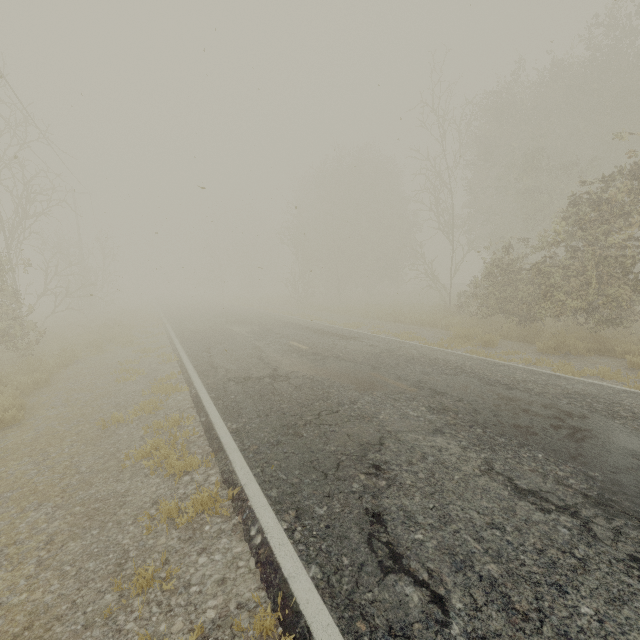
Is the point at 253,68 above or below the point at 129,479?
above

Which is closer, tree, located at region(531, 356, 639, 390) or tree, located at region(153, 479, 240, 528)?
tree, located at region(153, 479, 240, 528)

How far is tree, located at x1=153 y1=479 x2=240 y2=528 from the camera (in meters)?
3.57

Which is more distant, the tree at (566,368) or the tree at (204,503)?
the tree at (566,368)

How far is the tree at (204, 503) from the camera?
3.6m
